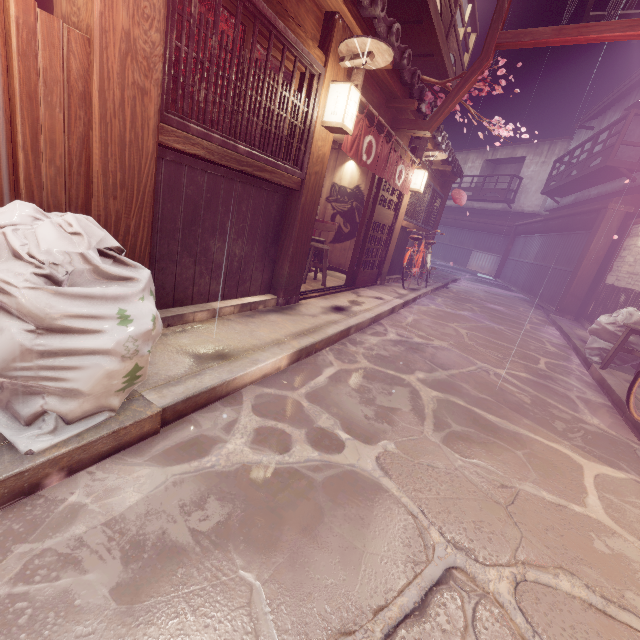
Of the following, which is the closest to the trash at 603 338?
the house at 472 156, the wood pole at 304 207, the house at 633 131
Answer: the wood pole at 304 207

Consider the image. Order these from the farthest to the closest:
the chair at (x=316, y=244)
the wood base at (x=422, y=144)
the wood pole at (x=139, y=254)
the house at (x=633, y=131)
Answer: the house at (x=633, y=131) < the wood base at (x=422, y=144) < the chair at (x=316, y=244) < the wood pole at (x=139, y=254)

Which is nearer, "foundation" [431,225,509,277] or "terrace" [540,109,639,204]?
"terrace" [540,109,639,204]

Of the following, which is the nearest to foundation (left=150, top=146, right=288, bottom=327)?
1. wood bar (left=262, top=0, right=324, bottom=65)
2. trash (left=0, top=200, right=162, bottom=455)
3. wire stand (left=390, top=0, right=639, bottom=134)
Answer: trash (left=0, top=200, right=162, bottom=455)

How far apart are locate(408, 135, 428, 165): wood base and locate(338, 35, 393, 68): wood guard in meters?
6.0 m

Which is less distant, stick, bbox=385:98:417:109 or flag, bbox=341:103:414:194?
flag, bbox=341:103:414:194

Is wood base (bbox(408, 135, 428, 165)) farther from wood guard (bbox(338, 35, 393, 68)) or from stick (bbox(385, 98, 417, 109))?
wood guard (bbox(338, 35, 393, 68))

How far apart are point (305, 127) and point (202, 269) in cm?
354
